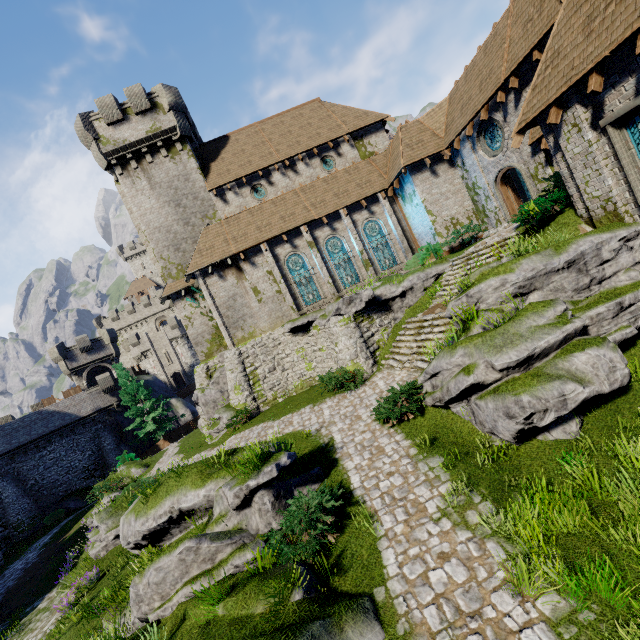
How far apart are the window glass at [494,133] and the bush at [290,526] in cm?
1816

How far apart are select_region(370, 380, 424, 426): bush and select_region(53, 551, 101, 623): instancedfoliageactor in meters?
15.5

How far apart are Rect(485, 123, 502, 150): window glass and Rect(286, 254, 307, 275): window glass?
12.4m

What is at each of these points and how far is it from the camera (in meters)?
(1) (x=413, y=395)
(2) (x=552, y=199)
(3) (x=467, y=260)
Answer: (1) bush, 10.84
(2) bush, 11.81
(3) stairs, 16.55

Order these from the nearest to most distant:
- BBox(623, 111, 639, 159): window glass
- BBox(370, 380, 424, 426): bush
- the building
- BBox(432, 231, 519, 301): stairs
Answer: BBox(623, 111, 639, 159): window glass
the building
BBox(370, 380, 424, 426): bush
BBox(432, 231, 519, 301): stairs

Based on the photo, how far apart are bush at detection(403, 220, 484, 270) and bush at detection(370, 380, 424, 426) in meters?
10.3 m

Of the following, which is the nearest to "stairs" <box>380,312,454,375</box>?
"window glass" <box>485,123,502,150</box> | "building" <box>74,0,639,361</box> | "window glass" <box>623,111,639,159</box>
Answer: "building" <box>74,0,639,361</box>

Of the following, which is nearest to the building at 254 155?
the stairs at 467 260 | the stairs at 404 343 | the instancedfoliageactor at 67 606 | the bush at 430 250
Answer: the bush at 430 250
